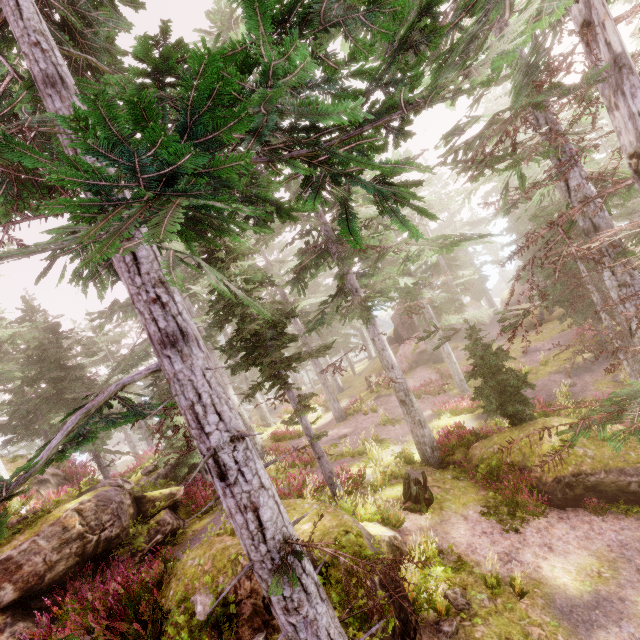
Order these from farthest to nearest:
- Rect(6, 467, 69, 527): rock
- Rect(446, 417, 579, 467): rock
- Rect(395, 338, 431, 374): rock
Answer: Rect(395, 338, 431, 374): rock < Rect(446, 417, 579, 467): rock < Rect(6, 467, 69, 527): rock

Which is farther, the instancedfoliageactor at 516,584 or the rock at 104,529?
the rock at 104,529

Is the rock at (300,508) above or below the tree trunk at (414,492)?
above

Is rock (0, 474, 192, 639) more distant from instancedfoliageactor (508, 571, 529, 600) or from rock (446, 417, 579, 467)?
rock (446, 417, 579, 467)

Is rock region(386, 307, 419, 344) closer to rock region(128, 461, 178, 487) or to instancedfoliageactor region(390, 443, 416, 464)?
instancedfoliageactor region(390, 443, 416, 464)

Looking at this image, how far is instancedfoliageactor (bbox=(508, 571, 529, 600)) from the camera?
7.52m

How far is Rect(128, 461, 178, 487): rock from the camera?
15.0m

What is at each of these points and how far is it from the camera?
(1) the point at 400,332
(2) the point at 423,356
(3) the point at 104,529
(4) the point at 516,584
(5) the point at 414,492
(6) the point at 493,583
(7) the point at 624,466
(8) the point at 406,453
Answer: (1) rock, 36.6 meters
(2) rock, 31.0 meters
(3) rock, 10.0 meters
(4) instancedfoliageactor, 7.6 meters
(5) tree trunk, 11.5 meters
(6) instancedfoliageactor, 7.8 meters
(7) rock, 10.2 meters
(8) instancedfoliageactor, 15.1 meters
